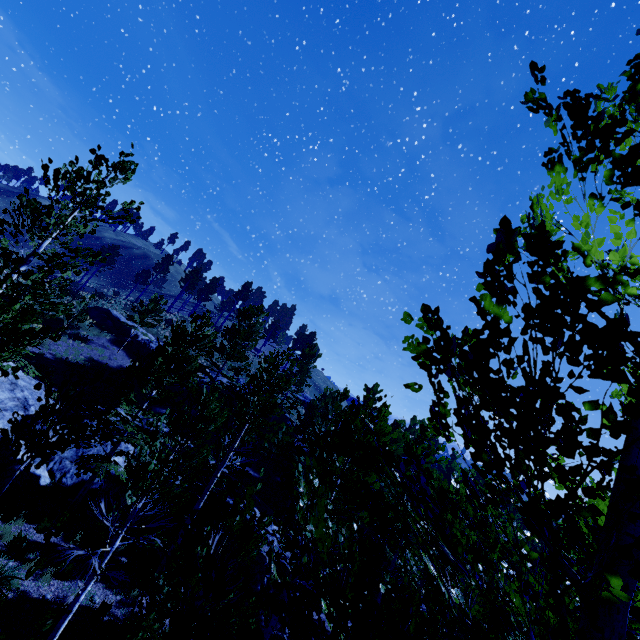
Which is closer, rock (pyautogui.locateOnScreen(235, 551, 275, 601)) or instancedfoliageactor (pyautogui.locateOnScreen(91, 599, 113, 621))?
instancedfoliageactor (pyautogui.locateOnScreen(91, 599, 113, 621))

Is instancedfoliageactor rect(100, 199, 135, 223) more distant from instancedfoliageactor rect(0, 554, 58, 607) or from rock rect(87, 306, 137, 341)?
rock rect(87, 306, 137, 341)

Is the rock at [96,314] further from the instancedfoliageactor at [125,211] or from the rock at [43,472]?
the instancedfoliageactor at [125,211]

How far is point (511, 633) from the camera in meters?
4.1 m

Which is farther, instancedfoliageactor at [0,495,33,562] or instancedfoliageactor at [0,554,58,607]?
instancedfoliageactor at [0,495,33,562]

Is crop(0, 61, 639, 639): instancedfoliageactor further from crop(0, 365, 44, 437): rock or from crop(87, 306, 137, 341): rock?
crop(87, 306, 137, 341): rock

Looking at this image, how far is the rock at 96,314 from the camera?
30.7 meters

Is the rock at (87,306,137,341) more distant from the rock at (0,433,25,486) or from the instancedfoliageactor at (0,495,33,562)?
the instancedfoliageactor at (0,495,33,562)
